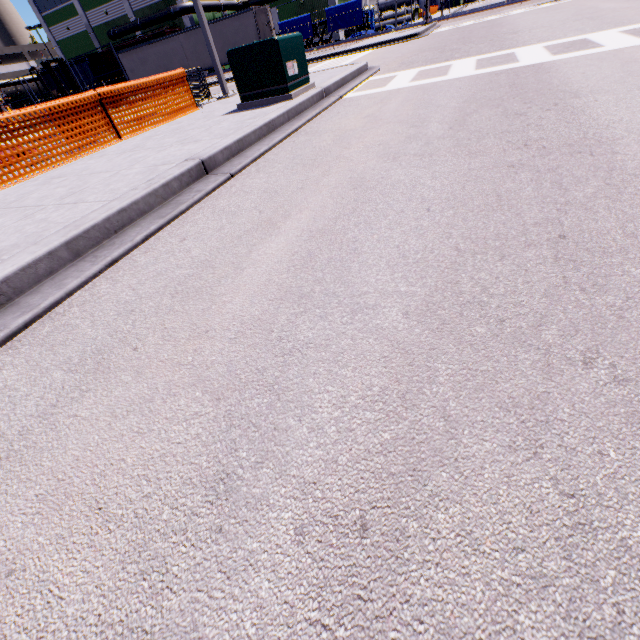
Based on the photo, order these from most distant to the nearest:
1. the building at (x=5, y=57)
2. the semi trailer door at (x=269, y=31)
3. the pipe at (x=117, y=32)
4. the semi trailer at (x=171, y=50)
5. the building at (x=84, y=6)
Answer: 1. the building at (x=5, y=57)
2. the building at (x=84, y=6)
3. the pipe at (x=117, y=32)
4. the semi trailer at (x=171, y=50)
5. the semi trailer door at (x=269, y=31)

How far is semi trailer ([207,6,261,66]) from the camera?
24.03m

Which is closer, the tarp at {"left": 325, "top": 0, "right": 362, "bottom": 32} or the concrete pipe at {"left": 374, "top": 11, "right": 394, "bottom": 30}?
the tarp at {"left": 325, "top": 0, "right": 362, "bottom": 32}

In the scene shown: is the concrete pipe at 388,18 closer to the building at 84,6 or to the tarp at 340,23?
the building at 84,6

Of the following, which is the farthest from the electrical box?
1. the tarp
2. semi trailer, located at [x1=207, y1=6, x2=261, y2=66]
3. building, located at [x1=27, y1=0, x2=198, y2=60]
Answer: the tarp

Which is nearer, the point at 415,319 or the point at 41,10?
the point at 415,319

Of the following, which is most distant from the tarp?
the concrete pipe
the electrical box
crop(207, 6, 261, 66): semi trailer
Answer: the electrical box

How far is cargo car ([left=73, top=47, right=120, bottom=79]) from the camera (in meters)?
40.38
